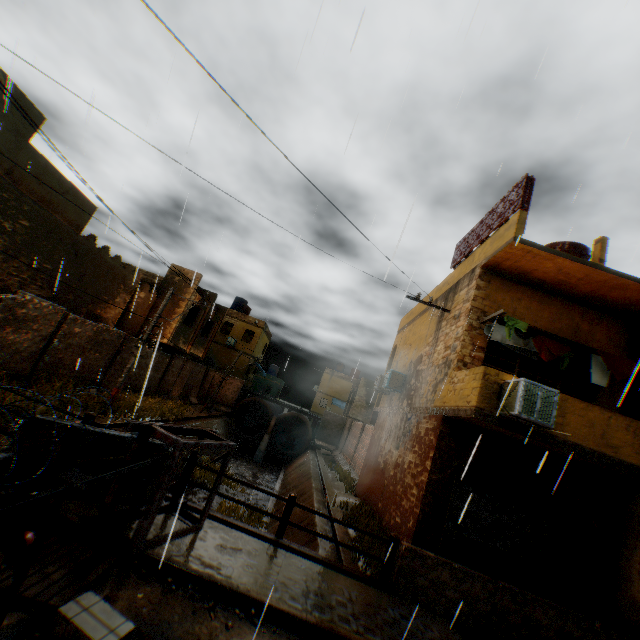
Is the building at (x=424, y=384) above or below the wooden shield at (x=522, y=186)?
below

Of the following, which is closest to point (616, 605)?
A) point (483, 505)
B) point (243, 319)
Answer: point (483, 505)

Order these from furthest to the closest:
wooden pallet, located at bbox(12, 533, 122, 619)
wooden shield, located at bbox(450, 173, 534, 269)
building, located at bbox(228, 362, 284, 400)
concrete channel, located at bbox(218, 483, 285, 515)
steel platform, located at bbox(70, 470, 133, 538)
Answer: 1. building, located at bbox(228, 362, 284, 400)
2. concrete channel, located at bbox(218, 483, 285, 515)
3. wooden shield, located at bbox(450, 173, 534, 269)
4. steel platform, located at bbox(70, 470, 133, 538)
5. wooden pallet, located at bbox(12, 533, 122, 619)

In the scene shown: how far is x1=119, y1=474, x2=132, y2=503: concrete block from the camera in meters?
5.9 m

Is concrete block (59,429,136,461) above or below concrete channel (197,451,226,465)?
above

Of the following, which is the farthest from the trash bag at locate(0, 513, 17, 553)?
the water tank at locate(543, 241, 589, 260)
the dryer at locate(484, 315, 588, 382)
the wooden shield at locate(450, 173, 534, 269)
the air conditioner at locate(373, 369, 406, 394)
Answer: the water tank at locate(543, 241, 589, 260)

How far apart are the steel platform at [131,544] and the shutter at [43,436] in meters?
0.5 m

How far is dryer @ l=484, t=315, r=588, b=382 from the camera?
8.5m
